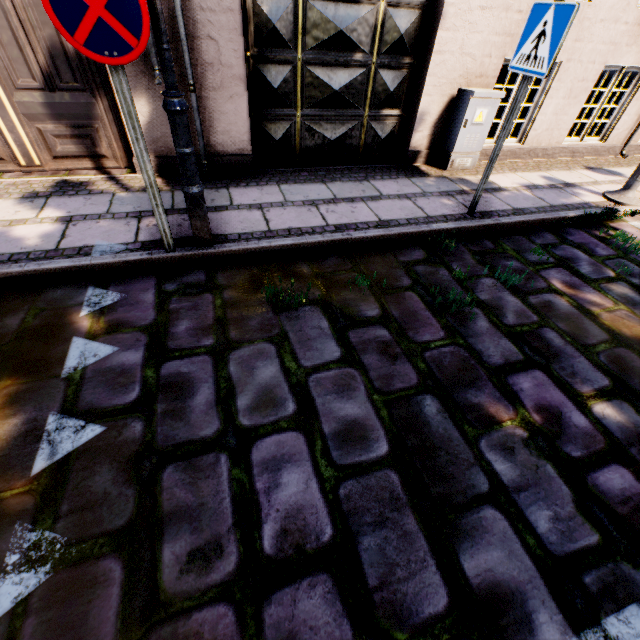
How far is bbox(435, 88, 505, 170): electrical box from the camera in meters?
4.6 m

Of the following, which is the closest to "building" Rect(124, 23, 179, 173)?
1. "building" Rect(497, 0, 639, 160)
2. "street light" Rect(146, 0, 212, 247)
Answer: "building" Rect(497, 0, 639, 160)

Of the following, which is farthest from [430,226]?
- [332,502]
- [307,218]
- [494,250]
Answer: [332,502]

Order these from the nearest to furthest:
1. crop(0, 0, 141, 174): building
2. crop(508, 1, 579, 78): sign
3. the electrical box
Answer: crop(508, 1, 579, 78): sign
crop(0, 0, 141, 174): building
the electrical box

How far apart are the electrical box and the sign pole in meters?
4.4 m

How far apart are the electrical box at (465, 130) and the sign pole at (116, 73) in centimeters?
437cm

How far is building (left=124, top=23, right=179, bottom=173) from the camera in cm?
351

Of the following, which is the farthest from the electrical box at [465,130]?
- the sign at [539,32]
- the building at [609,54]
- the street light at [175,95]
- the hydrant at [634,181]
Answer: the street light at [175,95]
